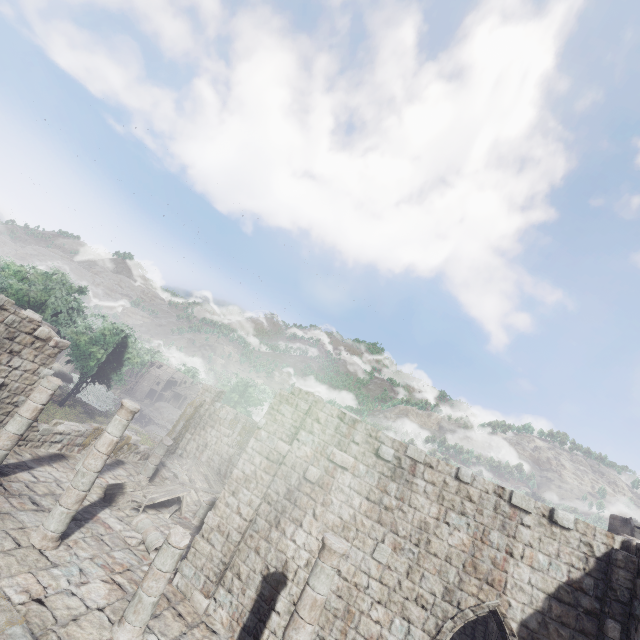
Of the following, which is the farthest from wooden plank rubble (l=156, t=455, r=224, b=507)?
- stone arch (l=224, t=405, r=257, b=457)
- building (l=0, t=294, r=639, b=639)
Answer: stone arch (l=224, t=405, r=257, b=457)

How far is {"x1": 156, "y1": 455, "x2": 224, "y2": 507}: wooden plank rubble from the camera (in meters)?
17.39

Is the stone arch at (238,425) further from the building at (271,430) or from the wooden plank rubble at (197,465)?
the wooden plank rubble at (197,465)

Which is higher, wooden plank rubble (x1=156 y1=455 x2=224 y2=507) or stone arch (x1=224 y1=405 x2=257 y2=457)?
stone arch (x1=224 y1=405 x2=257 y2=457)

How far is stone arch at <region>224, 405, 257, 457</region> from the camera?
30.30m

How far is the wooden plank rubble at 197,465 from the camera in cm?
1739

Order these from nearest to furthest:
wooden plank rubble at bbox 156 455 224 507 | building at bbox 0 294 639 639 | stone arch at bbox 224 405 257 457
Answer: building at bbox 0 294 639 639, wooden plank rubble at bbox 156 455 224 507, stone arch at bbox 224 405 257 457

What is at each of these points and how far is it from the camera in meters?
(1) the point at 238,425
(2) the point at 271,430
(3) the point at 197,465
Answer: (1) stone arch, 30.8 m
(2) building, 10.8 m
(3) wooden plank rubble, 20.3 m
